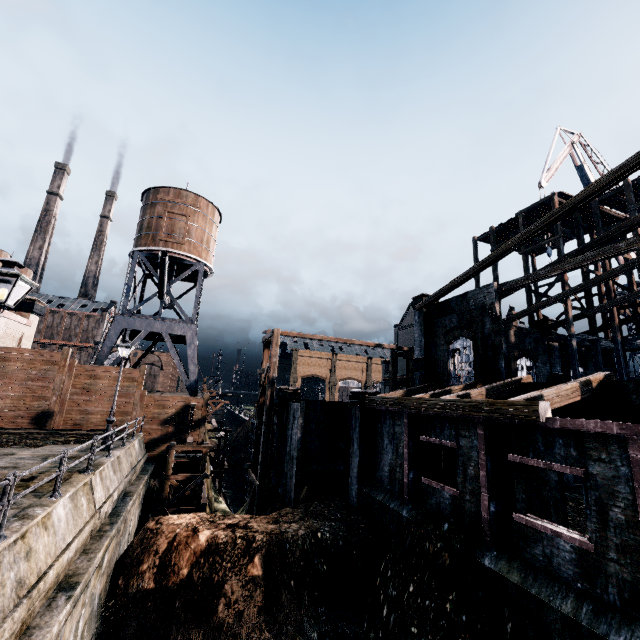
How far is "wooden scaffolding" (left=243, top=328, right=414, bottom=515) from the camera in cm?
2208

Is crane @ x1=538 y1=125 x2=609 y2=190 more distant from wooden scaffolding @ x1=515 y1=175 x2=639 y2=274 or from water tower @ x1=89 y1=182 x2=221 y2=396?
water tower @ x1=89 y1=182 x2=221 y2=396

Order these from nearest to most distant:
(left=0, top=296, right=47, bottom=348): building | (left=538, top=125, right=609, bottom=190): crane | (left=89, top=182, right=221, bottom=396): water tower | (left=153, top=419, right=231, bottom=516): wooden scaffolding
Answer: (left=153, top=419, right=231, bottom=516): wooden scaffolding < (left=0, top=296, right=47, bottom=348): building < (left=89, top=182, right=221, bottom=396): water tower < (left=538, top=125, right=609, bottom=190): crane

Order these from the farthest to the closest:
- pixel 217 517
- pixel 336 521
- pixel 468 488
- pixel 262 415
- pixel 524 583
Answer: pixel 262 415 < pixel 336 521 < pixel 217 517 < pixel 468 488 < pixel 524 583

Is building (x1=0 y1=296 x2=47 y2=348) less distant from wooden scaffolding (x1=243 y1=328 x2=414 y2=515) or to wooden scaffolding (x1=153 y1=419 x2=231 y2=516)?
wooden scaffolding (x1=153 y1=419 x2=231 y2=516)

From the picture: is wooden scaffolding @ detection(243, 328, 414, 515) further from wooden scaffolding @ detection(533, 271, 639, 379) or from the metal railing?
the metal railing

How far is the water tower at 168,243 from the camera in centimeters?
2828cm

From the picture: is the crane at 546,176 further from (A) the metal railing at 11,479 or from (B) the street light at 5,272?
(A) the metal railing at 11,479
